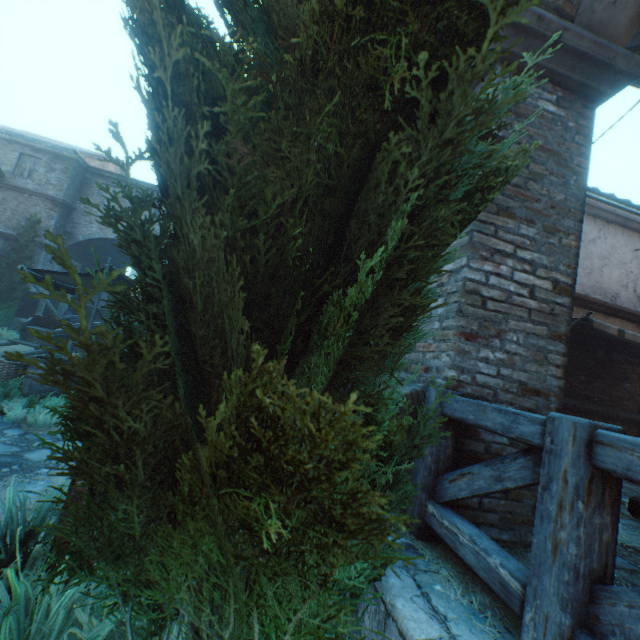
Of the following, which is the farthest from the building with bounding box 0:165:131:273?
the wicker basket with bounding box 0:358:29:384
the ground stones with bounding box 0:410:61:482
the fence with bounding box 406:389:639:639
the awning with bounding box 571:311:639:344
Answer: the fence with bounding box 406:389:639:639

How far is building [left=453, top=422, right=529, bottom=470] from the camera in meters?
2.3 m

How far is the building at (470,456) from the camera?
2.3m

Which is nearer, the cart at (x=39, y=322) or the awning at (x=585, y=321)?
the awning at (x=585, y=321)

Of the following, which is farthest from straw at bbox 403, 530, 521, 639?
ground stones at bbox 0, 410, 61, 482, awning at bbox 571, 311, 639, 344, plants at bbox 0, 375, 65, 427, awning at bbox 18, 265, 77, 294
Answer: awning at bbox 18, 265, 77, 294

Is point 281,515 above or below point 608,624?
above

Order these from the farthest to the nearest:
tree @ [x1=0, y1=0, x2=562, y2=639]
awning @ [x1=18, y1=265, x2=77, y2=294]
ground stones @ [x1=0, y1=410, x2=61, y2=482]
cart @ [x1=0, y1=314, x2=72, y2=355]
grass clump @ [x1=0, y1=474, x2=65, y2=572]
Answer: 1. cart @ [x1=0, y1=314, x2=72, y2=355]
2. awning @ [x1=18, y1=265, x2=77, y2=294]
3. ground stones @ [x1=0, y1=410, x2=61, y2=482]
4. grass clump @ [x1=0, y1=474, x2=65, y2=572]
5. tree @ [x1=0, y1=0, x2=562, y2=639]
